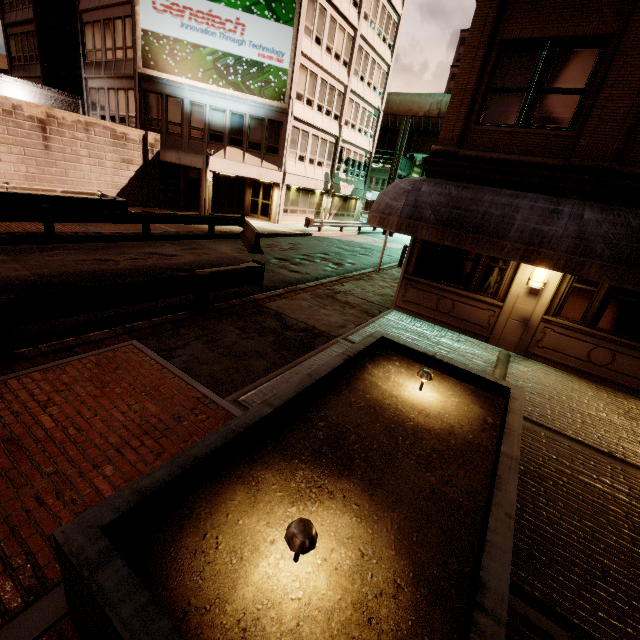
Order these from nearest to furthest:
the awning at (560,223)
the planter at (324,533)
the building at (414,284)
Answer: the planter at (324,533) < the awning at (560,223) < the building at (414,284)

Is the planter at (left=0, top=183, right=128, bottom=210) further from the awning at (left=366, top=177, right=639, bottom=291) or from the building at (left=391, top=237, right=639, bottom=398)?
the building at (left=391, top=237, right=639, bottom=398)

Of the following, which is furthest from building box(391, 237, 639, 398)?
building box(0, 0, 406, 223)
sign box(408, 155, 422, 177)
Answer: building box(0, 0, 406, 223)

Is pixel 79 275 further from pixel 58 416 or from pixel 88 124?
pixel 88 124

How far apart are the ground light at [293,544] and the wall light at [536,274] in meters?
8.4

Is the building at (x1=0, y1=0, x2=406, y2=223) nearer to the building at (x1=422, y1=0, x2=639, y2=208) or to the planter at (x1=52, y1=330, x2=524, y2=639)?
the building at (x1=422, y1=0, x2=639, y2=208)

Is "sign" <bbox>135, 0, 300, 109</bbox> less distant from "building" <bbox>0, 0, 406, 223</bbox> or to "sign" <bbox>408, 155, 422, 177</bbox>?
"building" <bbox>0, 0, 406, 223</bbox>

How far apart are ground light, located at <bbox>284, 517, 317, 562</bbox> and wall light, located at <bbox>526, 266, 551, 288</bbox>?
8.4 meters
